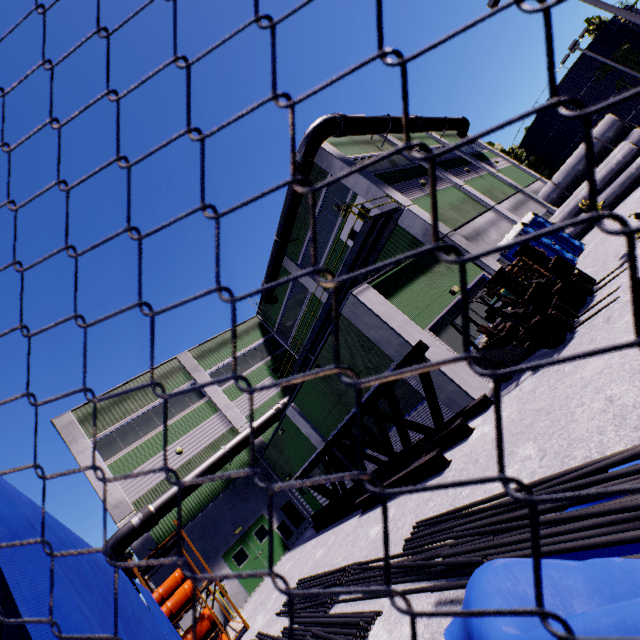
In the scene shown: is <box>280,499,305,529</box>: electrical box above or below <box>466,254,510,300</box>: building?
below

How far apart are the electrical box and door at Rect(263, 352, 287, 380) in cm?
808

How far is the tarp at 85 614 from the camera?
0.83m

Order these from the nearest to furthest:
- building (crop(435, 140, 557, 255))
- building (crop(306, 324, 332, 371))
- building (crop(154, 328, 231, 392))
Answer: building (crop(306, 324, 332, 371)), building (crop(435, 140, 557, 255)), building (crop(154, 328, 231, 392))

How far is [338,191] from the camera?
18.9 meters

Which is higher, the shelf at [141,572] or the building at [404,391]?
the shelf at [141,572]

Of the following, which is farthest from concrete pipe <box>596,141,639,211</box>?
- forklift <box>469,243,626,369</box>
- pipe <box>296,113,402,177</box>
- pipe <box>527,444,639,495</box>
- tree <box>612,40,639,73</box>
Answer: tree <box>612,40,639,73</box>

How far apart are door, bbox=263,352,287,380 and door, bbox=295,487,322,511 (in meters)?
7.25
